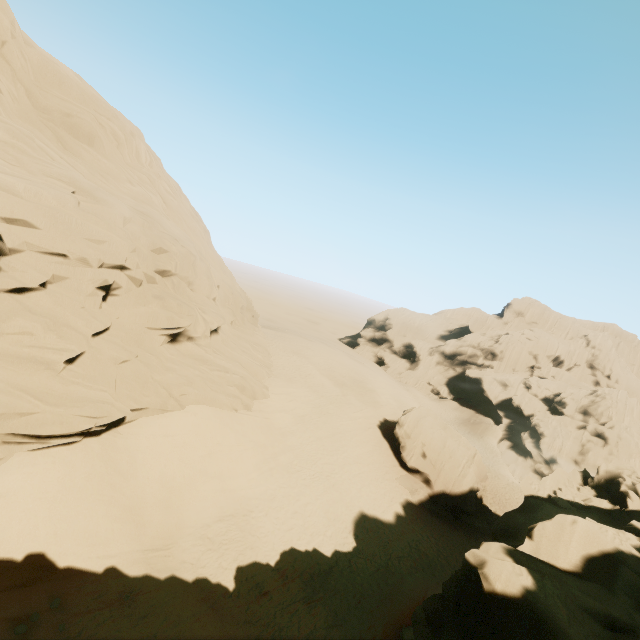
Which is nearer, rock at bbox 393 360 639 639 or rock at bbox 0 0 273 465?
rock at bbox 393 360 639 639

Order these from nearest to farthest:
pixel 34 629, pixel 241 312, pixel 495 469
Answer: pixel 34 629 < pixel 241 312 < pixel 495 469

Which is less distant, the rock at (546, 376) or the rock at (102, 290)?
the rock at (546, 376)
